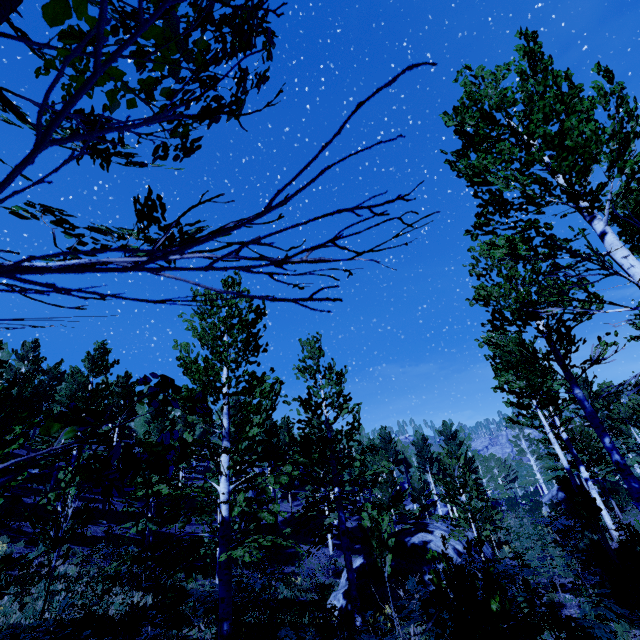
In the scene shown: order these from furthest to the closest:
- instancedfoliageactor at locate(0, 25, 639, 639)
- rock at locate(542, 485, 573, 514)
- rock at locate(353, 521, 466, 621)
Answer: rock at locate(542, 485, 573, 514) < rock at locate(353, 521, 466, 621) < instancedfoliageactor at locate(0, 25, 639, 639)

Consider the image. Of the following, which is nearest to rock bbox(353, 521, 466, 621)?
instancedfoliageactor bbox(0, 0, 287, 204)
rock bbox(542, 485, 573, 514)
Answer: instancedfoliageactor bbox(0, 0, 287, 204)

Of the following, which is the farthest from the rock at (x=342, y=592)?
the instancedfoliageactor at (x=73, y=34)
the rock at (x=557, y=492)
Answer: the rock at (x=557, y=492)

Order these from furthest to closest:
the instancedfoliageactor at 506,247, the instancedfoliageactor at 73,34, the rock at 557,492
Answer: the rock at 557,492, the instancedfoliageactor at 506,247, the instancedfoliageactor at 73,34

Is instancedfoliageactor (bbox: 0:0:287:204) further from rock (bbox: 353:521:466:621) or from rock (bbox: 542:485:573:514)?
rock (bbox: 353:521:466:621)

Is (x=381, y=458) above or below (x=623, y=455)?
above
